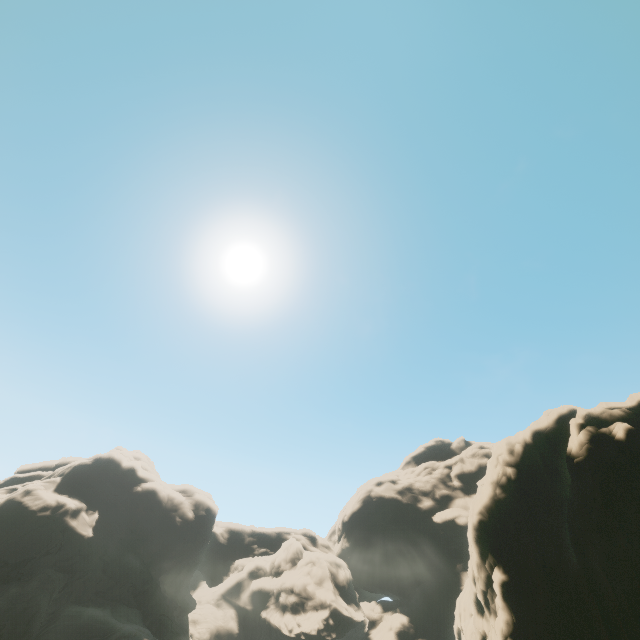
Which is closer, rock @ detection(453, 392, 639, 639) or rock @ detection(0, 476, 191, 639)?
rock @ detection(453, 392, 639, 639)

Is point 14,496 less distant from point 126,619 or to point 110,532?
point 110,532

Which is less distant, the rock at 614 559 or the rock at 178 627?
the rock at 614 559
